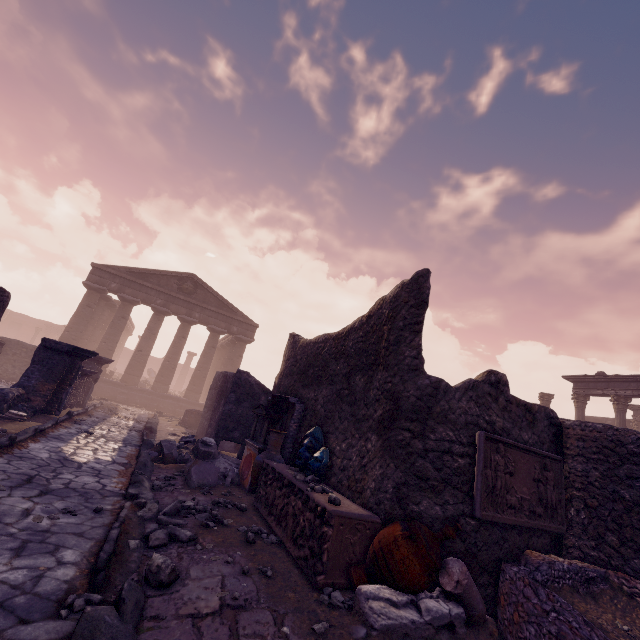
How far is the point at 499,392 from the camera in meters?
5.0 m

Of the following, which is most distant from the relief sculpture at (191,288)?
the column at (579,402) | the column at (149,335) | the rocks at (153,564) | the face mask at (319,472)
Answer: the column at (579,402)

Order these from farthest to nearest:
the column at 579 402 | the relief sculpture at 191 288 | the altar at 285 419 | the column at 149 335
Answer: the relief sculpture at 191 288 < the column at 149 335 < the column at 579 402 < the altar at 285 419

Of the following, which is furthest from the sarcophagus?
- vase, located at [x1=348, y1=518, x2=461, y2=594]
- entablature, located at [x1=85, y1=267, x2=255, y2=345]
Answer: entablature, located at [x1=85, y1=267, x2=255, y2=345]

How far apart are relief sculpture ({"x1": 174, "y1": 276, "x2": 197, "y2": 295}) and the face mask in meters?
19.6

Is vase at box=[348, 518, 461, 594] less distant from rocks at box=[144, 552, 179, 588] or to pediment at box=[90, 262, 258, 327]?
rocks at box=[144, 552, 179, 588]

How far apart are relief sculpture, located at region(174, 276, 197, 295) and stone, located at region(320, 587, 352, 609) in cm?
2249

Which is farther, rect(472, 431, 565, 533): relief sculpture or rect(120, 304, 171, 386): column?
rect(120, 304, 171, 386): column
